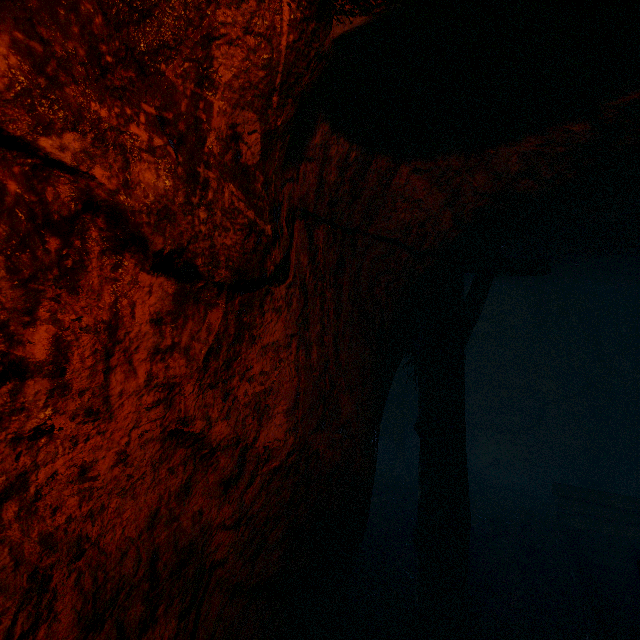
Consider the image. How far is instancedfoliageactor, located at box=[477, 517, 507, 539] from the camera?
5.3 meters

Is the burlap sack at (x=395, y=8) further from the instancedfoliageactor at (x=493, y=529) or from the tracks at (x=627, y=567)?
the instancedfoliageactor at (x=493, y=529)

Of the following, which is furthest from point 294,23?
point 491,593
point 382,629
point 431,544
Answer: point 491,593

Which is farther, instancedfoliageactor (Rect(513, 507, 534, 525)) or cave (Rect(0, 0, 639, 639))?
instancedfoliageactor (Rect(513, 507, 534, 525))

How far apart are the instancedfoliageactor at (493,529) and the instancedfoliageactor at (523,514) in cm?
28

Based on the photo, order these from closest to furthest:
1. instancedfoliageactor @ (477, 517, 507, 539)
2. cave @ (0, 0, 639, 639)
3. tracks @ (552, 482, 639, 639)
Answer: cave @ (0, 0, 639, 639) → tracks @ (552, 482, 639, 639) → instancedfoliageactor @ (477, 517, 507, 539)

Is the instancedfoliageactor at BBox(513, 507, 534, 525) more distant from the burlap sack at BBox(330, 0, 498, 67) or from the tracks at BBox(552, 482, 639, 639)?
the burlap sack at BBox(330, 0, 498, 67)

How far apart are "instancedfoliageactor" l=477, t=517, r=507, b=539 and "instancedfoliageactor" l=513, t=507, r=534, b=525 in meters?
0.3 m
